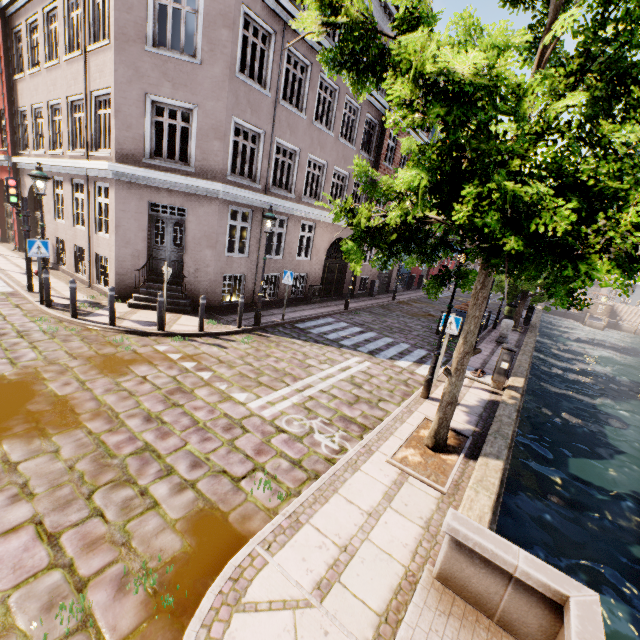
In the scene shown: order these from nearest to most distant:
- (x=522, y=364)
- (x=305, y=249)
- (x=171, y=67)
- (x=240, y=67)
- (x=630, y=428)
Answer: (x=171, y=67), (x=522, y=364), (x=630, y=428), (x=240, y=67), (x=305, y=249)

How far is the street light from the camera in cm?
870

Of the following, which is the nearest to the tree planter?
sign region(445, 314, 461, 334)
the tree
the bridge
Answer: the tree

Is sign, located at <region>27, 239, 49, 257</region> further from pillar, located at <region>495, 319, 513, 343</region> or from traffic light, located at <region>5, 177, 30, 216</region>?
pillar, located at <region>495, 319, 513, 343</region>

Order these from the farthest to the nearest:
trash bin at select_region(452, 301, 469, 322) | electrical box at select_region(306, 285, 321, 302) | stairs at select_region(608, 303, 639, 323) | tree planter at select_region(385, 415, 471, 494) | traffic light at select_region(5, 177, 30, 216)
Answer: stairs at select_region(608, 303, 639, 323)
electrical box at select_region(306, 285, 321, 302)
trash bin at select_region(452, 301, 469, 322)
traffic light at select_region(5, 177, 30, 216)
tree planter at select_region(385, 415, 471, 494)

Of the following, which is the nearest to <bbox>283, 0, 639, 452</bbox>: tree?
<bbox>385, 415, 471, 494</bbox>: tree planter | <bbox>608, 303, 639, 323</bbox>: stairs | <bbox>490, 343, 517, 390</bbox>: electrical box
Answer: <bbox>385, 415, 471, 494</bbox>: tree planter

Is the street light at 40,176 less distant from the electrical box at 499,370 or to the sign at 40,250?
the sign at 40,250

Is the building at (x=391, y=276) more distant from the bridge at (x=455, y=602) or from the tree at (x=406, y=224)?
the bridge at (x=455, y=602)
